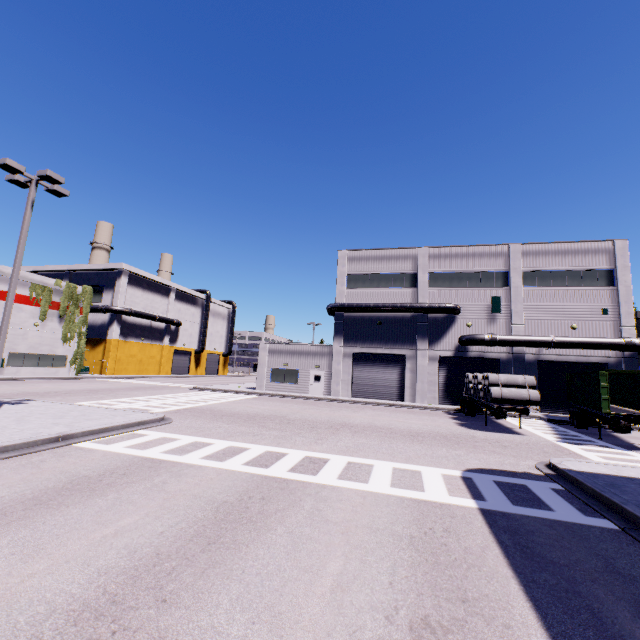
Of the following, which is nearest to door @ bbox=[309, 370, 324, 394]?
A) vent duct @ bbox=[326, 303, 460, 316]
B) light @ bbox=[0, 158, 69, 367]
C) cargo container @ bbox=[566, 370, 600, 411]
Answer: vent duct @ bbox=[326, 303, 460, 316]

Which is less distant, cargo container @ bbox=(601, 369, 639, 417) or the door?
cargo container @ bbox=(601, 369, 639, 417)

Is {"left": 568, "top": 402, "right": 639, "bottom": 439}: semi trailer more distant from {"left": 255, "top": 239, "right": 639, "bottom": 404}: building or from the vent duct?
the vent duct

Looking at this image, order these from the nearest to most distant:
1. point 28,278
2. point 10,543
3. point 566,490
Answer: point 10,543 → point 566,490 → point 28,278

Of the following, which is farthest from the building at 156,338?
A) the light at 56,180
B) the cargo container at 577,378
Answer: the light at 56,180

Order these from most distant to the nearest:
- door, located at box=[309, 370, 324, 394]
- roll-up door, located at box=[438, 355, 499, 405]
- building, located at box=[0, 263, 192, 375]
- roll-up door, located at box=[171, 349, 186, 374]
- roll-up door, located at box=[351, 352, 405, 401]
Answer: roll-up door, located at box=[171, 349, 186, 374], building, located at box=[0, 263, 192, 375], door, located at box=[309, 370, 324, 394], roll-up door, located at box=[351, 352, 405, 401], roll-up door, located at box=[438, 355, 499, 405]

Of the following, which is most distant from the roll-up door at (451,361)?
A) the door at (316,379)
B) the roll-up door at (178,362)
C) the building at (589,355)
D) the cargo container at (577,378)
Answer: the roll-up door at (178,362)

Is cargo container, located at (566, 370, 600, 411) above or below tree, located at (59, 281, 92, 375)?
below
